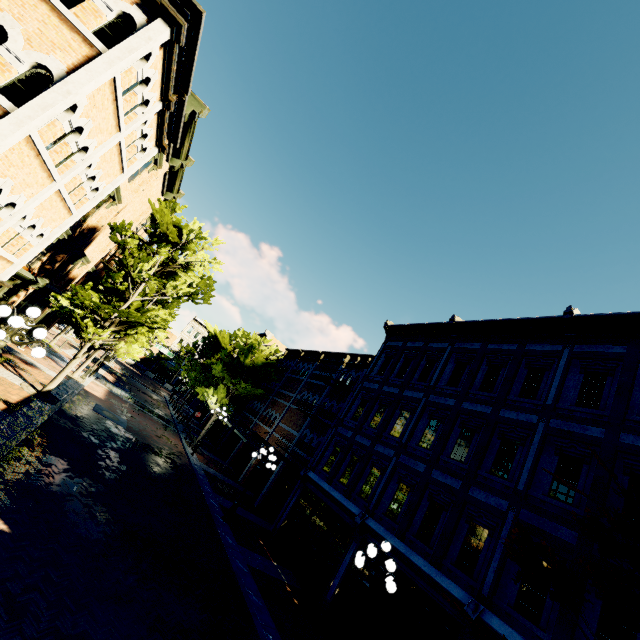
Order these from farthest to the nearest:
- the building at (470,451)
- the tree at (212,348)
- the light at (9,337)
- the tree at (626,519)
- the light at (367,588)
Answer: the tree at (212,348)
the building at (470,451)
the light at (367,588)
the light at (9,337)
the tree at (626,519)

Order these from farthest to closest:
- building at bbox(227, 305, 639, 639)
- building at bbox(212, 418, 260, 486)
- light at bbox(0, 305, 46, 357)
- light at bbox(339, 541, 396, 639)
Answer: building at bbox(212, 418, 260, 486)
building at bbox(227, 305, 639, 639)
light at bbox(339, 541, 396, 639)
light at bbox(0, 305, 46, 357)

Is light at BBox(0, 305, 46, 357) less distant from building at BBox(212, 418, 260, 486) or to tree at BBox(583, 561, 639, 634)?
tree at BBox(583, 561, 639, 634)

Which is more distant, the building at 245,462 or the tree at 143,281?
the building at 245,462

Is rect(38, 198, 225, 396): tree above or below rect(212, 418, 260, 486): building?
above

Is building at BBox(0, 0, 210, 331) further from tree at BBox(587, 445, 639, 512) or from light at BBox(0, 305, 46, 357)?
light at BBox(0, 305, 46, 357)

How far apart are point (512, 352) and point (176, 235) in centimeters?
1696cm

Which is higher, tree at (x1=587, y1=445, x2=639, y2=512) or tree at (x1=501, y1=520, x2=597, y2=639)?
tree at (x1=587, y1=445, x2=639, y2=512)
